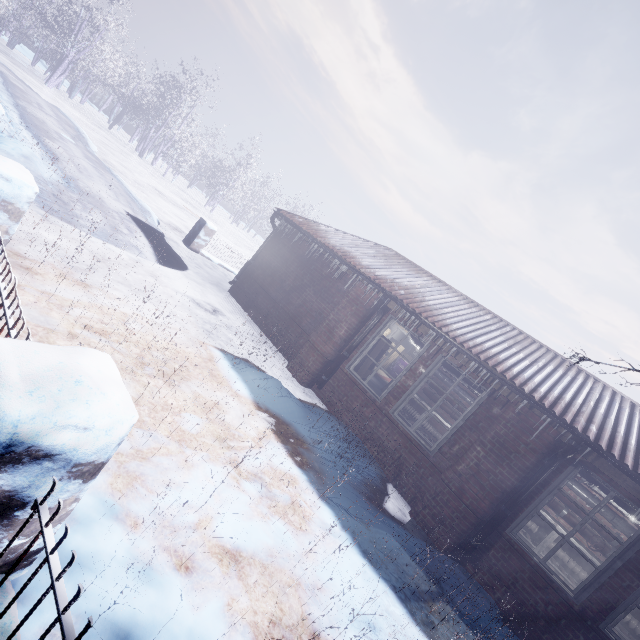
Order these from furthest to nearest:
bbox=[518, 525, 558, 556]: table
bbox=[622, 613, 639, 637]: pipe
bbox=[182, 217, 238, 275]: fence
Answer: bbox=[182, 217, 238, 275]: fence, bbox=[518, 525, 558, 556]: table, bbox=[622, 613, 639, 637]: pipe

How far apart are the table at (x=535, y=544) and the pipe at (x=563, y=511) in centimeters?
11cm

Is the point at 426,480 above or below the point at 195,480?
above

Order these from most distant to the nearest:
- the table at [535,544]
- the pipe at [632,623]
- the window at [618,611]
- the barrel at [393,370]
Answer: the barrel at [393,370], the table at [535,544], the pipe at [632,623], the window at [618,611]

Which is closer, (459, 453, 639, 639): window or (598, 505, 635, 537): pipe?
(459, 453, 639, 639): window

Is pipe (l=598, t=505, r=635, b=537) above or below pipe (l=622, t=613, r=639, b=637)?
above

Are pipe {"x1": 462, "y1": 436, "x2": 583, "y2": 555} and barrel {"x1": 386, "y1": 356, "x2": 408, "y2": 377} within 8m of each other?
no

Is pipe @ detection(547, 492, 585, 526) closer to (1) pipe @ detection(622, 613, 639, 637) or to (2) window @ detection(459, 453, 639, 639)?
(1) pipe @ detection(622, 613, 639, 637)
